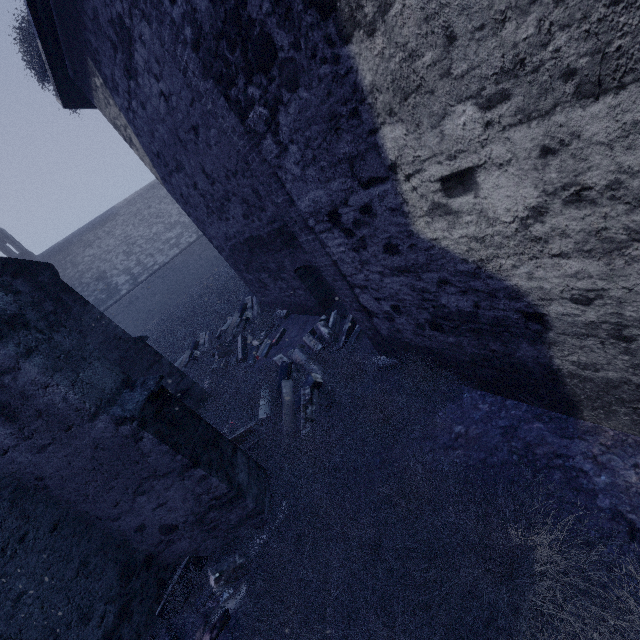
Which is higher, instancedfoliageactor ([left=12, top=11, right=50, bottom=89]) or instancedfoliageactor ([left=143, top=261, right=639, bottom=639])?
instancedfoliageactor ([left=12, top=11, right=50, bottom=89])

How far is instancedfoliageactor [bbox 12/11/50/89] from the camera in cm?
645

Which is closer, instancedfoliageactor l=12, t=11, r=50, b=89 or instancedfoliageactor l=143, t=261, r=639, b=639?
instancedfoliageactor l=143, t=261, r=639, b=639

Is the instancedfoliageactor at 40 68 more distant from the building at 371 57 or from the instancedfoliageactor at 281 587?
the instancedfoliageactor at 281 587

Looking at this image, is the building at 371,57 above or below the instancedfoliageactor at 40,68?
below

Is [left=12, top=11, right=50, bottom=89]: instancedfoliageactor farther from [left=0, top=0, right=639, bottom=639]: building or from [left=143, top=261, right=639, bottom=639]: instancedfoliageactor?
[left=143, top=261, right=639, bottom=639]: instancedfoliageactor

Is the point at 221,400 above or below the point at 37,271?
below
